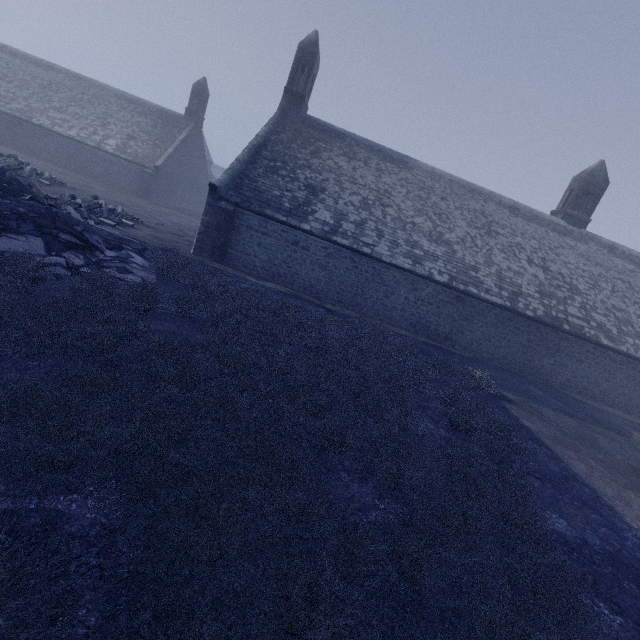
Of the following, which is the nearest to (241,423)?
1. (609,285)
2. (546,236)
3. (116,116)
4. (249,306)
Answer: (249,306)
